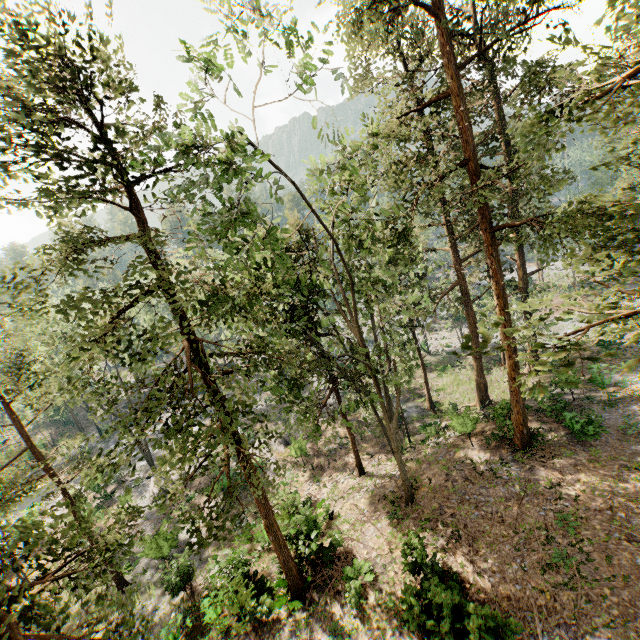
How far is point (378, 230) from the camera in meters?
19.4 m
